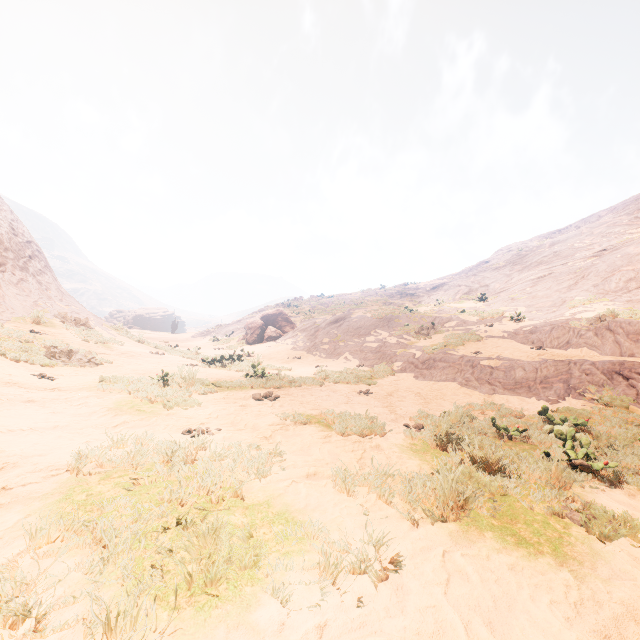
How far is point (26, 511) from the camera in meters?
2.2 m

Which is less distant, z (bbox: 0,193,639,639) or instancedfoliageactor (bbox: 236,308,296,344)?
z (bbox: 0,193,639,639)

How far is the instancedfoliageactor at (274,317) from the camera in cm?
2223

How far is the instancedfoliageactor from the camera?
22.2m

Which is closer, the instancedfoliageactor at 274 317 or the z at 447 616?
the z at 447 616
